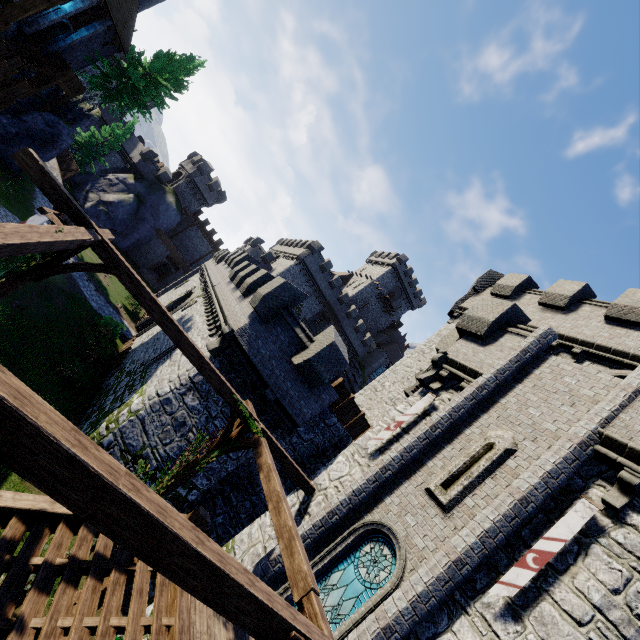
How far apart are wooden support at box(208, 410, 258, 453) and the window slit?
4.3m

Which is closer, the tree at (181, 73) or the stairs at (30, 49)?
the stairs at (30, 49)

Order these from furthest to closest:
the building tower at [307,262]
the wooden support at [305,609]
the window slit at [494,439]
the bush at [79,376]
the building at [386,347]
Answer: the building at [386,347] → the building tower at [307,262] → the bush at [79,376] → the window slit at [494,439] → the wooden support at [305,609]

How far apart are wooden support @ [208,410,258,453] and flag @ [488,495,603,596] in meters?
5.5

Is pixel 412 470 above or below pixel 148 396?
above

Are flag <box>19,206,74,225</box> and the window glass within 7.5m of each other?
no

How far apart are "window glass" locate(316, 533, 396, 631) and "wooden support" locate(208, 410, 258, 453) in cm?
327

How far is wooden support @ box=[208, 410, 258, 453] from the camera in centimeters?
865cm
